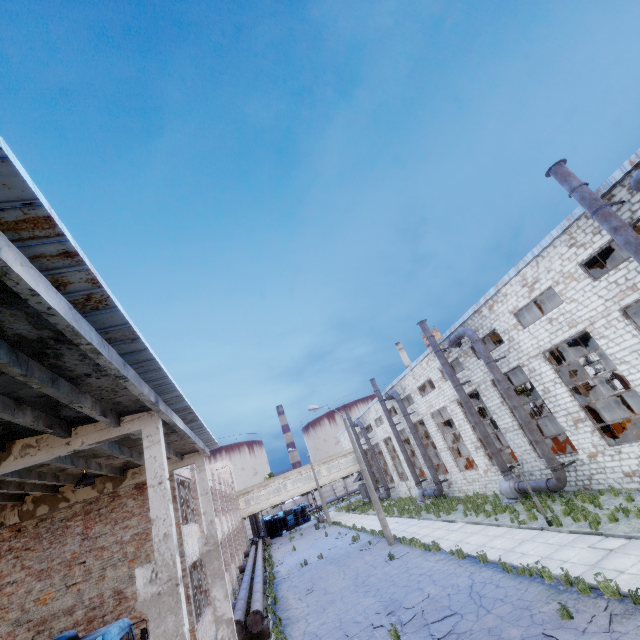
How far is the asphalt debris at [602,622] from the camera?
7.4 meters

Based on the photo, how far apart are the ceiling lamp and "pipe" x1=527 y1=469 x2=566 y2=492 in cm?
1978

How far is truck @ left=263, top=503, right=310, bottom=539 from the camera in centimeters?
5122cm

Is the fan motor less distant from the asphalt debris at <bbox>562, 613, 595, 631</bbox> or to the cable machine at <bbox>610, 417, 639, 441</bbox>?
the cable machine at <bbox>610, 417, 639, 441</bbox>

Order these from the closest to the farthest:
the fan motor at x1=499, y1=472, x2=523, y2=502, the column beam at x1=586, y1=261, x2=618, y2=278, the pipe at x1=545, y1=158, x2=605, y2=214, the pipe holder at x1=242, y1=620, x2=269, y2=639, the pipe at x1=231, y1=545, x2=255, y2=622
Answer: the pipe at x1=545, y1=158, x2=605, y2=214 → the pipe holder at x1=242, y1=620, x2=269, y2=639 → the pipe at x1=231, y1=545, x2=255, y2=622 → the fan motor at x1=499, y1=472, x2=523, y2=502 → the column beam at x1=586, y1=261, x2=618, y2=278

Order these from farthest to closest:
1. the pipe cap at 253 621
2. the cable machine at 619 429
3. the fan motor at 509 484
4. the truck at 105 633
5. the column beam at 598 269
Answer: the column beam at 598 269 → the fan motor at 509 484 → the cable machine at 619 429 → the pipe cap at 253 621 → the truck at 105 633

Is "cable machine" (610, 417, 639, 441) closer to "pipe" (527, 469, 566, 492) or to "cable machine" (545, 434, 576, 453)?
"cable machine" (545, 434, 576, 453)

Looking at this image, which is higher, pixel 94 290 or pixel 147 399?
pixel 94 290
